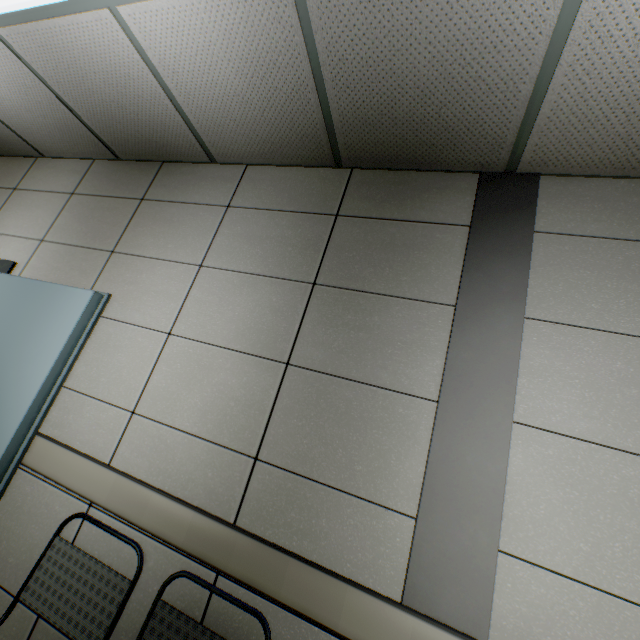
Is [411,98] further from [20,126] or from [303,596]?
[20,126]

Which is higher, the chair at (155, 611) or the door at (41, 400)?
the door at (41, 400)

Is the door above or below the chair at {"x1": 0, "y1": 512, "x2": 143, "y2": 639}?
above
